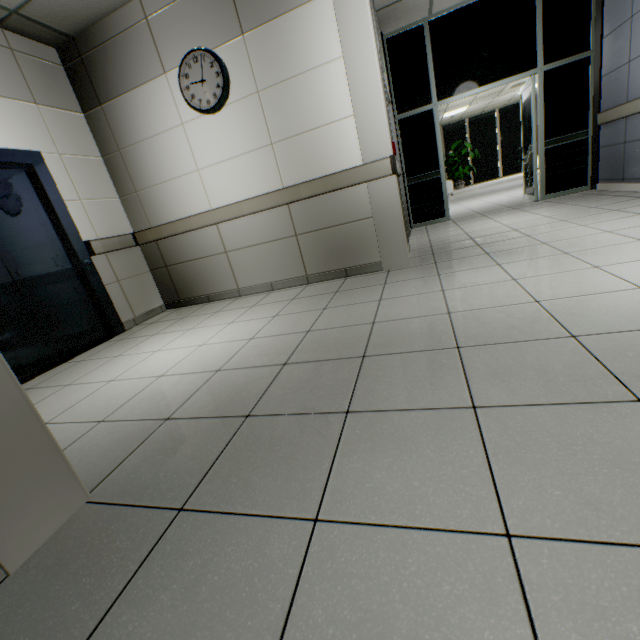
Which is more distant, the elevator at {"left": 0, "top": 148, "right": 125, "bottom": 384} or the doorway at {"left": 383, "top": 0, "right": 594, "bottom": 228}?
the doorway at {"left": 383, "top": 0, "right": 594, "bottom": 228}

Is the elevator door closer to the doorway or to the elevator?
the elevator

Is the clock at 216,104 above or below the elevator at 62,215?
above

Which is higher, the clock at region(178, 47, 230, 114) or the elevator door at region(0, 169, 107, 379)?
the clock at region(178, 47, 230, 114)

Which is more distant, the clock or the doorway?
the doorway

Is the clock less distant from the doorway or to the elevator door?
the elevator door

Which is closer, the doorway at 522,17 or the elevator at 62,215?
the elevator at 62,215

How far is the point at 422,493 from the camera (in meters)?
0.94
